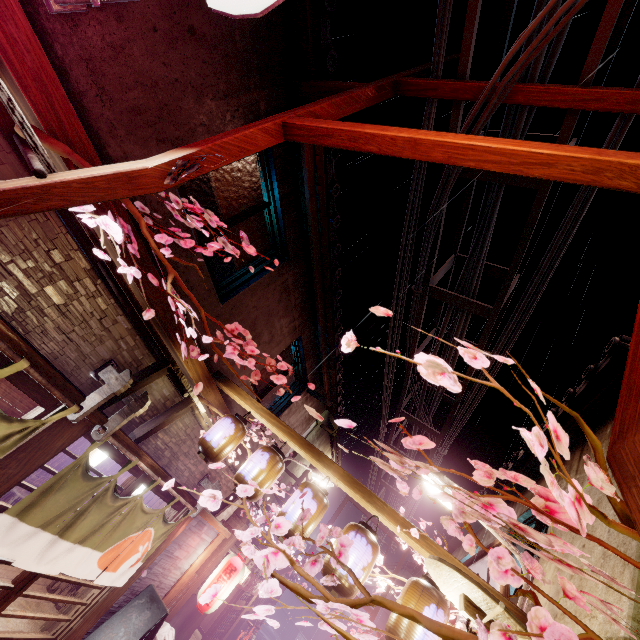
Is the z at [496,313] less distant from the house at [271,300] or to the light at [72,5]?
the house at [271,300]

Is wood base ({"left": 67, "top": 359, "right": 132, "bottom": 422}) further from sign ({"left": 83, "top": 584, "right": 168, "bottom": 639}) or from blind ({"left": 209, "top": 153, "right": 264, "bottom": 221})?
sign ({"left": 83, "top": 584, "right": 168, "bottom": 639})

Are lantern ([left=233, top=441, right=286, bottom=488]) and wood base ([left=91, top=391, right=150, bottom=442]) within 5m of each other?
yes

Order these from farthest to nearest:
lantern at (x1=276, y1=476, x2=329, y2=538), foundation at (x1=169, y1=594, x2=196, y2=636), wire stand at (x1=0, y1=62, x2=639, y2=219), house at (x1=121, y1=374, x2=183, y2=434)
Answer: foundation at (x1=169, y1=594, x2=196, y2=636), house at (x1=121, y1=374, x2=183, y2=434), lantern at (x1=276, y1=476, x2=329, y2=538), wire stand at (x1=0, y1=62, x2=639, y2=219)

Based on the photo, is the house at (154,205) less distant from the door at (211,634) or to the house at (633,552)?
the house at (633,552)

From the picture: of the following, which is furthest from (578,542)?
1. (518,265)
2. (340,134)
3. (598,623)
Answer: (340,134)

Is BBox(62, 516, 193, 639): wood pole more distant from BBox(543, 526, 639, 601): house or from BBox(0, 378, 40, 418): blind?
BBox(543, 526, 639, 601): house

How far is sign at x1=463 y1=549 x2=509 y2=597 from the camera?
7.5 meters
